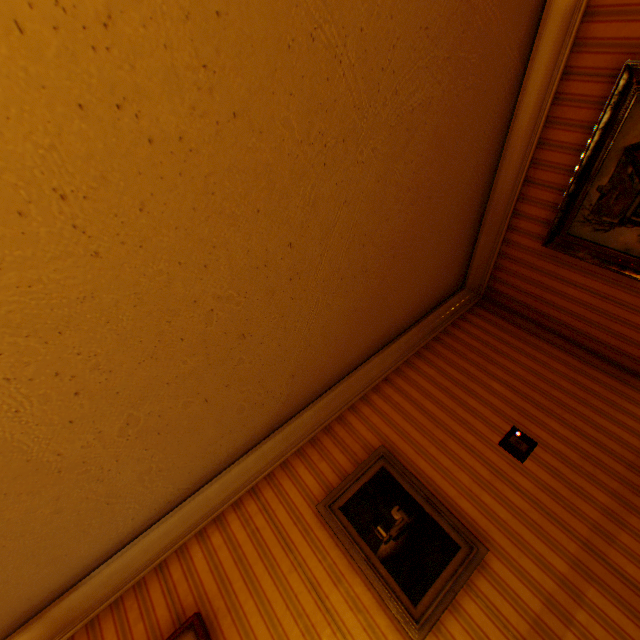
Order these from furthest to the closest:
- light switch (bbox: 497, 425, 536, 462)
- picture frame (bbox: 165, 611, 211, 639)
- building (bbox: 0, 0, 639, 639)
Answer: light switch (bbox: 497, 425, 536, 462), picture frame (bbox: 165, 611, 211, 639), building (bbox: 0, 0, 639, 639)

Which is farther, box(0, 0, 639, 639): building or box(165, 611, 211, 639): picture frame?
box(165, 611, 211, 639): picture frame

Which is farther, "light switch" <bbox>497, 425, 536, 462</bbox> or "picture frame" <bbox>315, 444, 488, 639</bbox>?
"light switch" <bbox>497, 425, 536, 462</bbox>

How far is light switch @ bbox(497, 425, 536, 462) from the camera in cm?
268

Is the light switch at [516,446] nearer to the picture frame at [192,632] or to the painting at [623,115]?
the painting at [623,115]

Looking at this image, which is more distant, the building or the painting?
the painting

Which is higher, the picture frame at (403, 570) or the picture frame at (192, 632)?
the picture frame at (192, 632)

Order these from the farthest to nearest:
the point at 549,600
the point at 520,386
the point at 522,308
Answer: the point at 522,308
the point at 520,386
the point at 549,600
